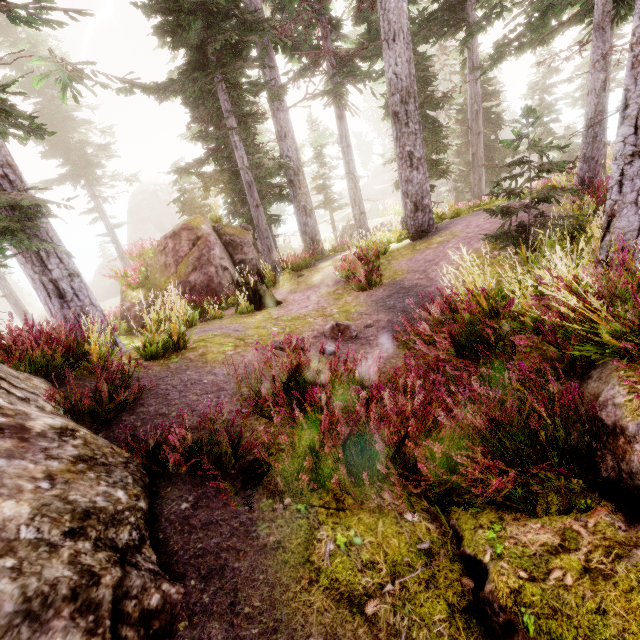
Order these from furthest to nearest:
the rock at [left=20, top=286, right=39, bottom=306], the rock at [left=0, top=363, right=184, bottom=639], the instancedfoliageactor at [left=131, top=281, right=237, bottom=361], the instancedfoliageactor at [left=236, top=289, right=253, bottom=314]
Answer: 1. the rock at [left=20, top=286, right=39, bottom=306]
2. the instancedfoliageactor at [left=236, top=289, right=253, bottom=314]
3. the instancedfoliageactor at [left=131, top=281, right=237, bottom=361]
4. the rock at [left=0, top=363, right=184, bottom=639]

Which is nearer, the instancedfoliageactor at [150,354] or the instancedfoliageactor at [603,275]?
the instancedfoliageactor at [603,275]

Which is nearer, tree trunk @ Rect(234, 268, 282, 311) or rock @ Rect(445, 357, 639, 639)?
rock @ Rect(445, 357, 639, 639)

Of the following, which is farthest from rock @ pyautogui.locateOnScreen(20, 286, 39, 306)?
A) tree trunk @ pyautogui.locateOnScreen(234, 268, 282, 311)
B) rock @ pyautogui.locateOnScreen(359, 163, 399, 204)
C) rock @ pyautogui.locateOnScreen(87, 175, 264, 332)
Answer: rock @ pyautogui.locateOnScreen(359, 163, 399, 204)

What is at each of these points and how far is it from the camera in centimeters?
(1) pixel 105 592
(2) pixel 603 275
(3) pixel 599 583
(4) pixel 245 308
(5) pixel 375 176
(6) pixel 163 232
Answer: (1) rock, 190cm
(2) instancedfoliageactor, 567cm
(3) rock, 192cm
(4) instancedfoliageactor, 902cm
(5) rock, 5922cm
(6) rock, 4634cm

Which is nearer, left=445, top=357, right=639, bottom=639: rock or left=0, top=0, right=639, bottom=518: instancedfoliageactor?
left=445, top=357, right=639, bottom=639: rock

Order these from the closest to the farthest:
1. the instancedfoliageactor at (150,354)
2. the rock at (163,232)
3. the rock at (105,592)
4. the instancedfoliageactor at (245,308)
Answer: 1. the rock at (105,592)
2. the instancedfoliageactor at (150,354)
3. the instancedfoliageactor at (245,308)
4. the rock at (163,232)

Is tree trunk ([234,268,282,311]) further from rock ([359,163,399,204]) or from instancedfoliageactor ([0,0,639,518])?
rock ([359,163,399,204])
